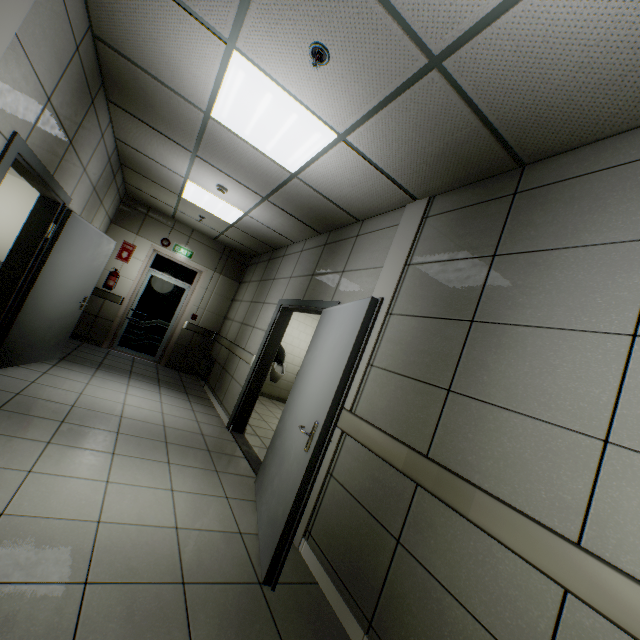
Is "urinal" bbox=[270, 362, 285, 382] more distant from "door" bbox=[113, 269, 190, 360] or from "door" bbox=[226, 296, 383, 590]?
"door" bbox=[226, 296, 383, 590]

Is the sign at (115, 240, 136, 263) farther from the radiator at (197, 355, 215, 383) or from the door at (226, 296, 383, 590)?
the door at (226, 296, 383, 590)

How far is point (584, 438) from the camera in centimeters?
143cm

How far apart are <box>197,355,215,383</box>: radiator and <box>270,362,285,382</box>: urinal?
1.8 meters

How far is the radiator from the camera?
7.1 meters

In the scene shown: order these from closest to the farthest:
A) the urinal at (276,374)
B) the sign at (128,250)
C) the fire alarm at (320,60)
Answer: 1. the fire alarm at (320,60)
2. the sign at (128,250)
3. the urinal at (276,374)

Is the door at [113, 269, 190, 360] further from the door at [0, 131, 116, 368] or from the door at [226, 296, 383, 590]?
the door at [226, 296, 383, 590]

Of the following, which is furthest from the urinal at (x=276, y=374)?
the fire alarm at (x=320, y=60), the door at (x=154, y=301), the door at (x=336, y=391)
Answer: the fire alarm at (x=320, y=60)
